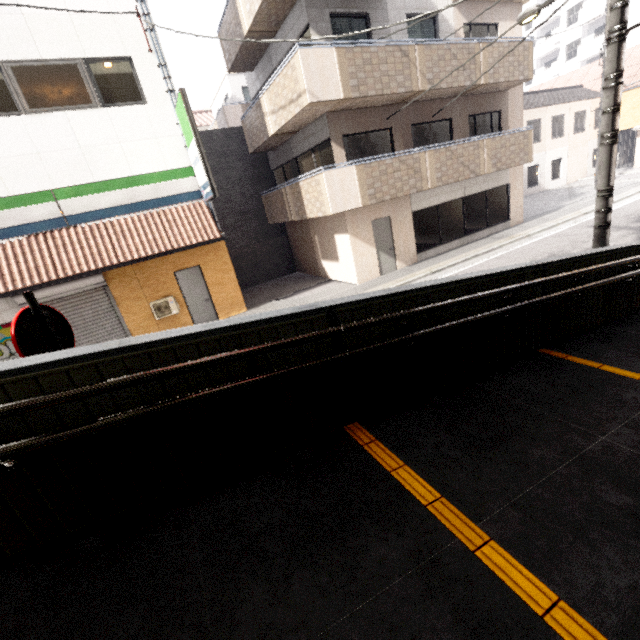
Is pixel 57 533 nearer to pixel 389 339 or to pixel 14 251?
pixel 389 339

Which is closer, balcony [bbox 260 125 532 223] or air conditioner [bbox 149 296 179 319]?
balcony [bbox 260 125 532 223]

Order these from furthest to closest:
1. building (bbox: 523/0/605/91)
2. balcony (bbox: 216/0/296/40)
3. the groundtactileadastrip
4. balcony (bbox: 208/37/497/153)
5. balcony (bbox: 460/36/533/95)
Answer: building (bbox: 523/0/605/91) → balcony (bbox: 460/36/533/95) → balcony (bbox: 216/0/296/40) → balcony (bbox: 208/37/497/153) → the groundtactileadastrip

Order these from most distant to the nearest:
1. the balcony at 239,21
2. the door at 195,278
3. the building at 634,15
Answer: the building at 634,15, the door at 195,278, the balcony at 239,21

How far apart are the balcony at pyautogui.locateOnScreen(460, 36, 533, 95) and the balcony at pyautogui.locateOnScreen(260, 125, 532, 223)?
1.58m

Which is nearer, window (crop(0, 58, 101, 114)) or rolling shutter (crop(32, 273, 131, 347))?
window (crop(0, 58, 101, 114))

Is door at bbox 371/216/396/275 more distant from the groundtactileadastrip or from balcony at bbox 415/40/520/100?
the groundtactileadastrip

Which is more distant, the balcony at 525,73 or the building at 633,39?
the building at 633,39
